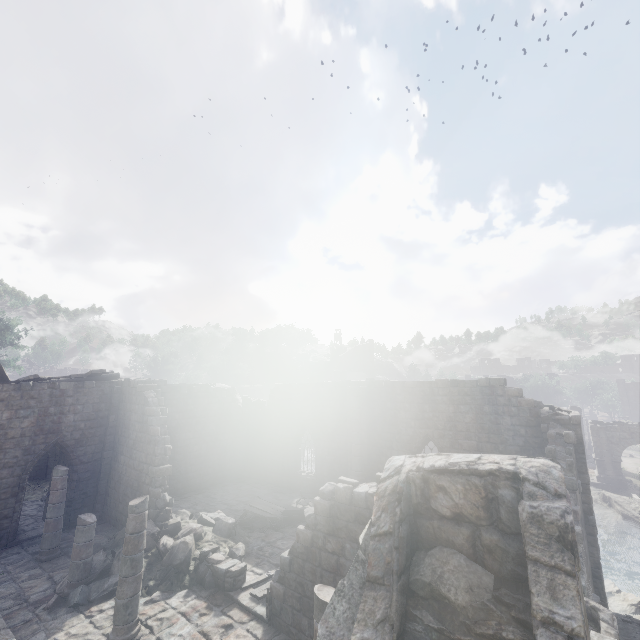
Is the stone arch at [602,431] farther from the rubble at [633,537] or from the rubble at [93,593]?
the rubble at [93,593]

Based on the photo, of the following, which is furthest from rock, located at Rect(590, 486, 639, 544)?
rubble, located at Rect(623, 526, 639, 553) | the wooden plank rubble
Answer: the wooden plank rubble

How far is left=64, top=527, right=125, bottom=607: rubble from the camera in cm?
991

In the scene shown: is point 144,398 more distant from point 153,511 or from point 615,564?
point 615,564

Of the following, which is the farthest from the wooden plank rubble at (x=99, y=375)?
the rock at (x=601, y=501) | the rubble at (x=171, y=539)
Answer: the rock at (x=601, y=501)

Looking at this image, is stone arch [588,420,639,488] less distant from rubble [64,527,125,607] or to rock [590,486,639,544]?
rock [590,486,639,544]

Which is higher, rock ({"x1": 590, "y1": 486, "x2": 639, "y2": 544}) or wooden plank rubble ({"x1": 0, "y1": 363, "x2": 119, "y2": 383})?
wooden plank rubble ({"x1": 0, "y1": 363, "x2": 119, "y2": 383})
